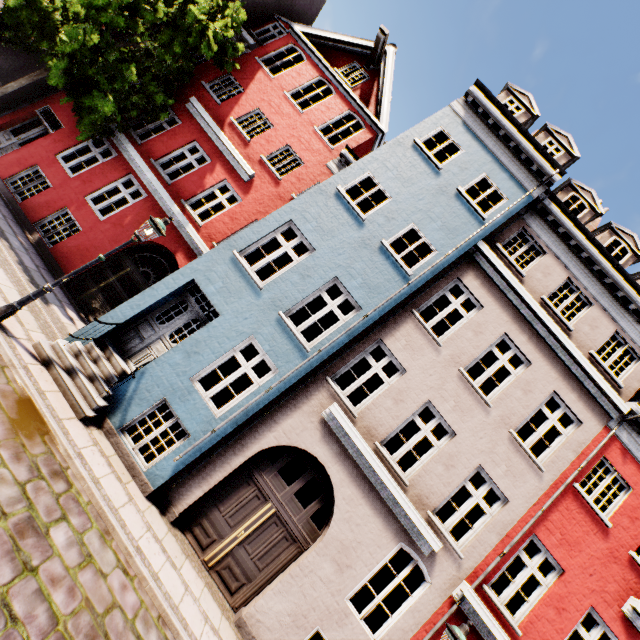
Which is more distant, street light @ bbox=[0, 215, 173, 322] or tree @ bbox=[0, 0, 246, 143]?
tree @ bbox=[0, 0, 246, 143]

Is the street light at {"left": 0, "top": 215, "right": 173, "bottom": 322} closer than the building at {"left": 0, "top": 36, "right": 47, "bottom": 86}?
Yes

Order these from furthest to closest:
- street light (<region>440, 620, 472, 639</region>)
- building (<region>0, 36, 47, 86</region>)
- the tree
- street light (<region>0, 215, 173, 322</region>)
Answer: building (<region>0, 36, 47, 86</region>), the tree, street light (<region>0, 215, 173, 322</region>), street light (<region>440, 620, 472, 639</region>)

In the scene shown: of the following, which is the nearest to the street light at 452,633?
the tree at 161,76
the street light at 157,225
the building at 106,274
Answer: the building at 106,274

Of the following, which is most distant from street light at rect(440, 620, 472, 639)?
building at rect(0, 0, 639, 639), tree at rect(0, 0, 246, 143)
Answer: tree at rect(0, 0, 246, 143)

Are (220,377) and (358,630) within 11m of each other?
yes

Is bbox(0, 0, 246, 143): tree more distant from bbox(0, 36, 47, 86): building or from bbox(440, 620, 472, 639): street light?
bbox(440, 620, 472, 639): street light

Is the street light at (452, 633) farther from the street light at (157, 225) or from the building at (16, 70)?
the street light at (157, 225)
